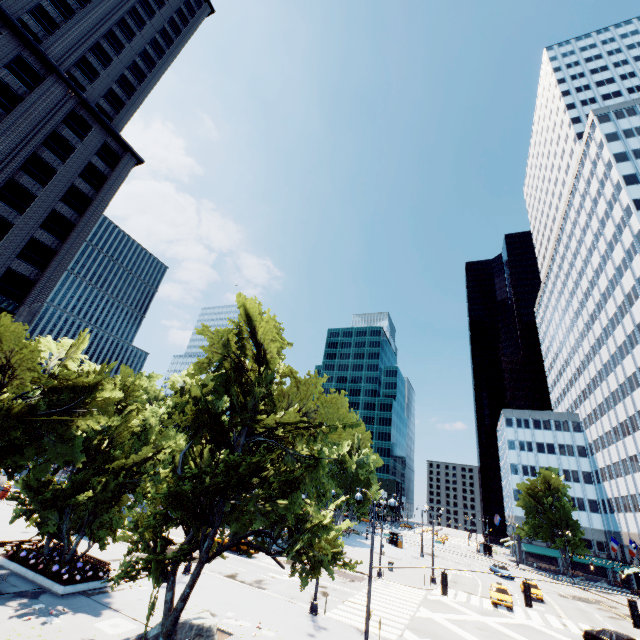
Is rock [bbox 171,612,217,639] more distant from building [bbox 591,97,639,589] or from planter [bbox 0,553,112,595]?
building [bbox 591,97,639,589]

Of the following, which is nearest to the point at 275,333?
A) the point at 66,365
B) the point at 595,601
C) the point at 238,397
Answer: the point at 238,397

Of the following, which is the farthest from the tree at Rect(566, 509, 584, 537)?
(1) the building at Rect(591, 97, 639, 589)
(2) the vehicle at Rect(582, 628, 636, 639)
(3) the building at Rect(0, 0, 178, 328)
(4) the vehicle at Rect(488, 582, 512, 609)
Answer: (2) the vehicle at Rect(582, 628, 636, 639)

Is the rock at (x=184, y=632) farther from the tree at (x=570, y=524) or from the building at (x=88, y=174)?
the building at (x=88, y=174)

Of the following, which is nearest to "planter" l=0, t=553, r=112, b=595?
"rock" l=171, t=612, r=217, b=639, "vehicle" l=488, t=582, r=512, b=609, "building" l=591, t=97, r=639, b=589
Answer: "rock" l=171, t=612, r=217, b=639

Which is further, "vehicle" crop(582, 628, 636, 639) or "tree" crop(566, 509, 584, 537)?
"tree" crop(566, 509, 584, 537)

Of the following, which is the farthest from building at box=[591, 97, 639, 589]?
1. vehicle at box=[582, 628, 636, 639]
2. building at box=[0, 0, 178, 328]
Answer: building at box=[0, 0, 178, 328]

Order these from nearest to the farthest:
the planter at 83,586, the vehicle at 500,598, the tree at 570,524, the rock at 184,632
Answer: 1. the rock at 184,632
2. the planter at 83,586
3. the vehicle at 500,598
4. the tree at 570,524
